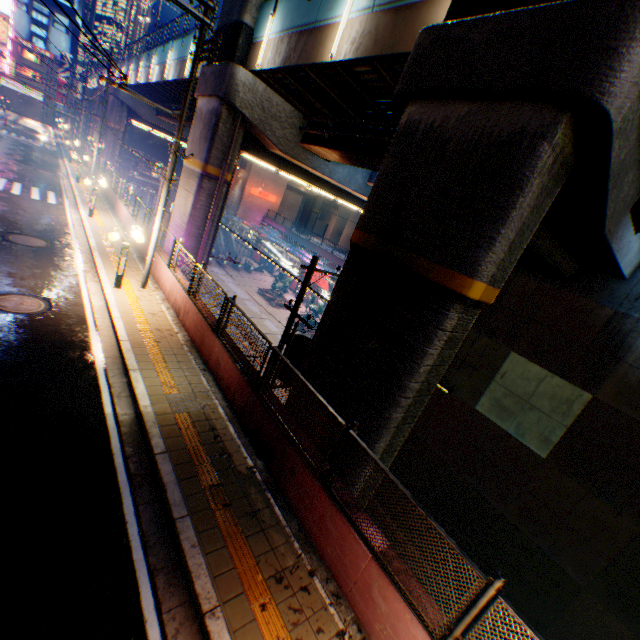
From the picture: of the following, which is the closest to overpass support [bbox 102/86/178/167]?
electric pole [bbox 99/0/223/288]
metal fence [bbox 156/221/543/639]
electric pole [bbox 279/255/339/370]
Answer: metal fence [bbox 156/221/543/639]

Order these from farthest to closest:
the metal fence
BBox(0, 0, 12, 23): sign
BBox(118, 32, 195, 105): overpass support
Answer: BBox(0, 0, 12, 23): sign, BBox(118, 32, 195, 105): overpass support, the metal fence

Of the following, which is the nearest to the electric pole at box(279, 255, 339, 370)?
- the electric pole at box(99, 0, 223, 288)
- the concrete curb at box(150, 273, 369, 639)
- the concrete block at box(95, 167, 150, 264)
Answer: the concrete block at box(95, 167, 150, 264)

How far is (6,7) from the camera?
42.84m

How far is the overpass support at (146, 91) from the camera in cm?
2070

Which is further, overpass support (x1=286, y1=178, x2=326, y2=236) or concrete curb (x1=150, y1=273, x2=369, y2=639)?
overpass support (x1=286, y1=178, x2=326, y2=236)

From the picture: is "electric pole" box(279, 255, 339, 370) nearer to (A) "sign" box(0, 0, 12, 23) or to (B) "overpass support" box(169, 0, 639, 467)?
(B) "overpass support" box(169, 0, 639, 467)
